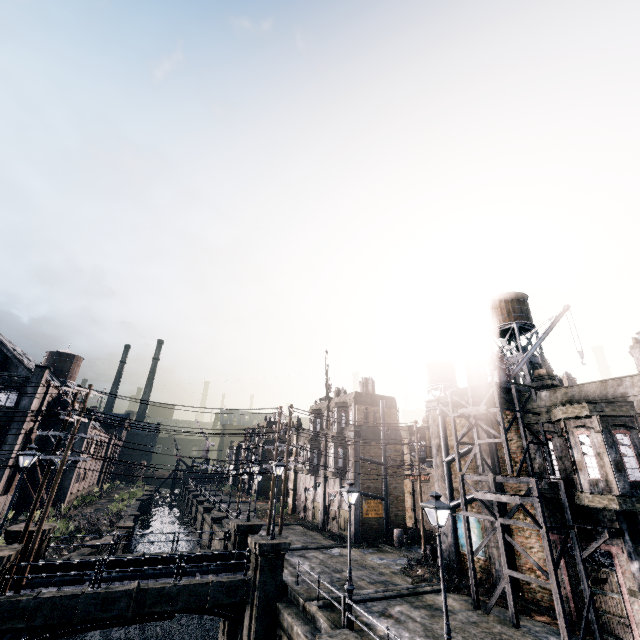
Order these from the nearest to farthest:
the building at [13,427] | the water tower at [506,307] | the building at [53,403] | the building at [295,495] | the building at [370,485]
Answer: the water tower at [506,307] < the building at [370,485] < the building at [13,427] < the building at [53,403] < the building at [295,495]

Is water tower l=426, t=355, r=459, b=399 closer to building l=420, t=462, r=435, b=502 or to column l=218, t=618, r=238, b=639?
building l=420, t=462, r=435, b=502

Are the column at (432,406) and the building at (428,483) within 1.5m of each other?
no

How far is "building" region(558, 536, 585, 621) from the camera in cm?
1600

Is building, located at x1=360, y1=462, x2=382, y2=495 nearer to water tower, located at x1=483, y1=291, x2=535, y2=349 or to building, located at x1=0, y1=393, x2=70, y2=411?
water tower, located at x1=483, y1=291, x2=535, y2=349

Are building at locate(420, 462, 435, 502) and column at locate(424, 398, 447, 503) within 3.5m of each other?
no

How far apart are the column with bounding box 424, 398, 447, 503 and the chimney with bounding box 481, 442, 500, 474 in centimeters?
288cm

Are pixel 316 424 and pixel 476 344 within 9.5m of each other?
no
